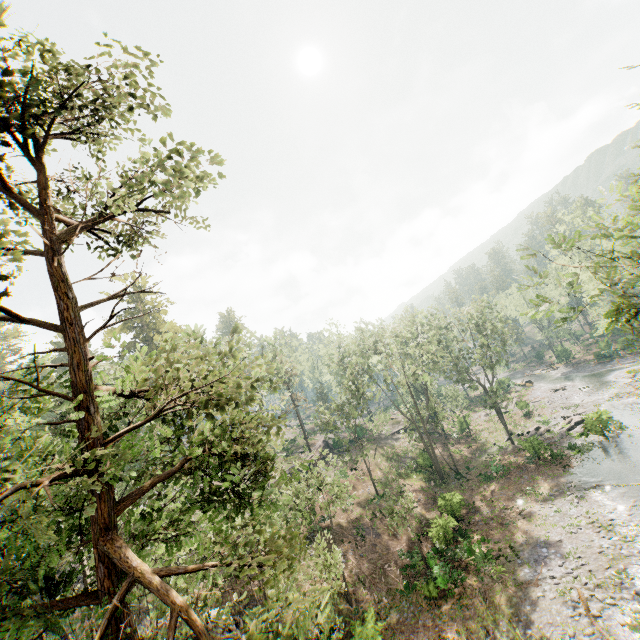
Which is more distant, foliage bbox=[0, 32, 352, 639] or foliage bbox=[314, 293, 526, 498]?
foliage bbox=[314, 293, 526, 498]

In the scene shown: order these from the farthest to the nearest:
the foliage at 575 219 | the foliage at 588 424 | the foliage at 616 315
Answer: the foliage at 575 219 → the foliage at 588 424 → the foliage at 616 315

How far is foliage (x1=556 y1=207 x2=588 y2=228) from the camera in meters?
41.3

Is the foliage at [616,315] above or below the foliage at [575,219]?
below

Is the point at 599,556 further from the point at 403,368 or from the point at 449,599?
the point at 403,368

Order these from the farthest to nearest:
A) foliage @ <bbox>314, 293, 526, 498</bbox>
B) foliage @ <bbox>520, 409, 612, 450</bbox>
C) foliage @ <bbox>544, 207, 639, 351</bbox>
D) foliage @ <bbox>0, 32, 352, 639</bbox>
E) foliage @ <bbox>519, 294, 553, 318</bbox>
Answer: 1. foliage @ <bbox>314, 293, 526, 498</bbox>
2. foliage @ <bbox>520, 409, 612, 450</bbox>
3. foliage @ <bbox>519, 294, 553, 318</bbox>
4. foliage @ <bbox>544, 207, 639, 351</bbox>
5. foliage @ <bbox>0, 32, 352, 639</bbox>
